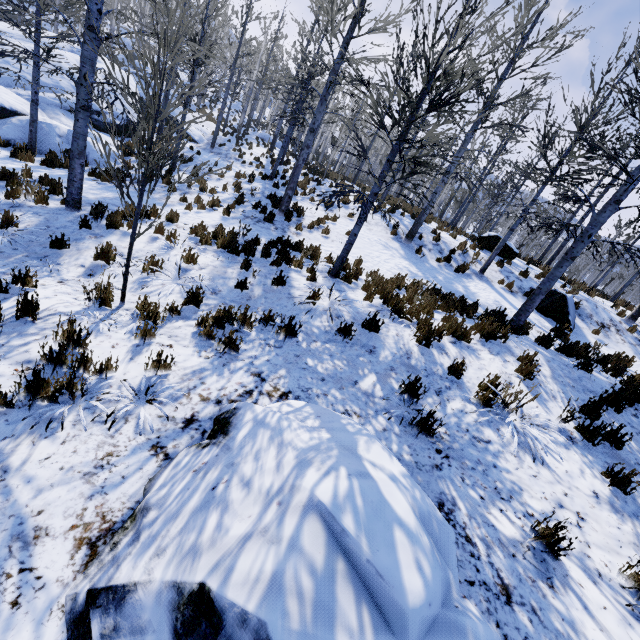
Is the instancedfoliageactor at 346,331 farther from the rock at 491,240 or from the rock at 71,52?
the rock at 491,240

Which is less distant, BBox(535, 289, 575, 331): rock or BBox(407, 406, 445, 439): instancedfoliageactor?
BBox(407, 406, 445, 439): instancedfoliageactor

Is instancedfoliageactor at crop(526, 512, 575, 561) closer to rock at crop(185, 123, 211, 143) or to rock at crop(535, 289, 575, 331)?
rock at crop(185, 123, 211, 143)

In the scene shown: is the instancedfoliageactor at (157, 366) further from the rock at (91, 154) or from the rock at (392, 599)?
the rock at (392, 599)

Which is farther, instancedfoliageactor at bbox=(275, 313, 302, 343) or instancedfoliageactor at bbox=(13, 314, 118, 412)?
instancedfoliageactor at bbox=(275, 313, 302, 343)

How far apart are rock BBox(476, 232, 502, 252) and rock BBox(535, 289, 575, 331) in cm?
388

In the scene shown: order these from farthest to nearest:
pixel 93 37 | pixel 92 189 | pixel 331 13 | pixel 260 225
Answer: pixel 260 225 → pixel 92 189 → pixel 331 13 → pixel 93 37
